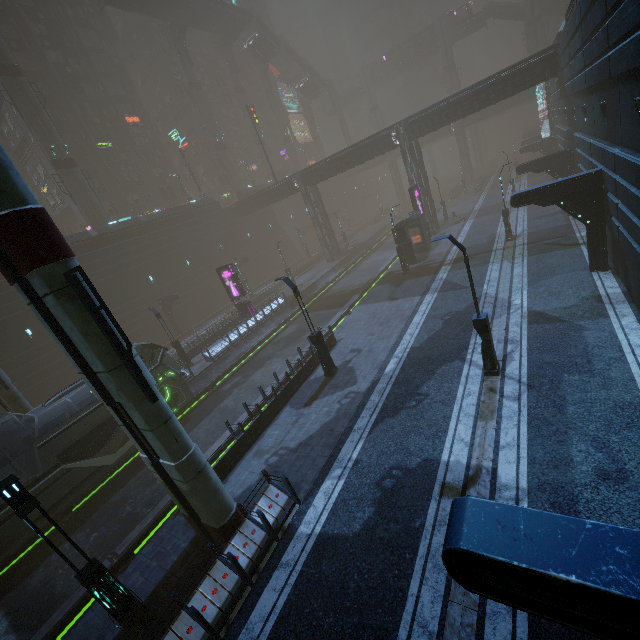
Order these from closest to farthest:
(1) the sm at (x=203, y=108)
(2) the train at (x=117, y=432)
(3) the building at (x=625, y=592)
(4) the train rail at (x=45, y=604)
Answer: (3) the building at (x=625, y=592) < (4) the train rail at (x=45, y=604) < (2) the train at (x=117, y=432) < (1) the sm at (x=203, y=108)

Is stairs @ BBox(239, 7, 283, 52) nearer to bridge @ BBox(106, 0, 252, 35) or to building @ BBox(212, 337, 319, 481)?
bridge @ BBox(106, 0, 252, 35)

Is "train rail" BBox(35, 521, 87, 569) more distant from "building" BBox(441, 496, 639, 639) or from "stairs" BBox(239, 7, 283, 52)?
"stairs" BBox(239, 7, 283, 52)

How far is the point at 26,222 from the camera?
6.3m

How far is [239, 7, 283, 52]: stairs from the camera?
54.5m

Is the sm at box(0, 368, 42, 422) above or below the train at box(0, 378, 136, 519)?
above

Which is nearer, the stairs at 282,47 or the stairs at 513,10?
the stairs at 282,47

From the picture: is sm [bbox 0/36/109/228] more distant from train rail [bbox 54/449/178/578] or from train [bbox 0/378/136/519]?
train [bbox 0/378/136/519]
